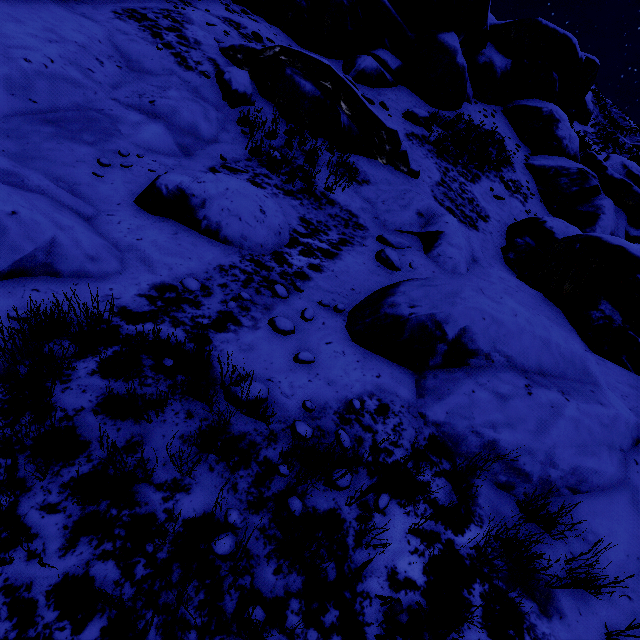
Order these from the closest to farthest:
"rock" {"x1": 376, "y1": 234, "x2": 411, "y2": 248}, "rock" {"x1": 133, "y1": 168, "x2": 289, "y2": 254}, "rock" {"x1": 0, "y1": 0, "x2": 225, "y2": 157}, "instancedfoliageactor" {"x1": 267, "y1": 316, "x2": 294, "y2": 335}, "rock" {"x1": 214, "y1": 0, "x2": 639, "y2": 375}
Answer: →
1. "instancedfoliageactor" {"x1": 267, "y1": 316, "x2": 294, "y2": 335}
2. "rock" {"x1": 133, "y1": 168, "x2": 289, "y2": 254}
3. "rock" {"x1": 0, "y1": 0, "x2": 225, "y2": 157}
4. "rock" {"x1": 214, "y1": 0, "x2": 639, "y2": 375}
5. "rock" {"x1": 376, "y1": 234, "x2": 411, "y2": 248}

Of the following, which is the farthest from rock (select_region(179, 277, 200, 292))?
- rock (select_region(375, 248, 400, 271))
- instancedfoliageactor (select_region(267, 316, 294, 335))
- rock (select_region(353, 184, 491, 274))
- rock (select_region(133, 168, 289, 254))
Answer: instancedfoliageactor (select_region(267, 316, 294, 335))

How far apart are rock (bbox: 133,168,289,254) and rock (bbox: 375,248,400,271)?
1.44m

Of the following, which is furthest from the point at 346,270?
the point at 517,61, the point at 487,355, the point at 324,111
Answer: the point at 517,61

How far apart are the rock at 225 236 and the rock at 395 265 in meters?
1.4 m

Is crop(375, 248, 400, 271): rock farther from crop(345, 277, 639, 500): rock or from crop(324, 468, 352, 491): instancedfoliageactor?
crop(324, 468, 352, 491): instancedfoliageactor

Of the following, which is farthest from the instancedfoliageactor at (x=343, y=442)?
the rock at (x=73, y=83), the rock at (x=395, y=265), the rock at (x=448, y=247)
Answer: the rock at (x=395, y=265)

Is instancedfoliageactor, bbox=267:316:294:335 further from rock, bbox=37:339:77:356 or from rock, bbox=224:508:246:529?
rock, bbox=37:339:77:356
